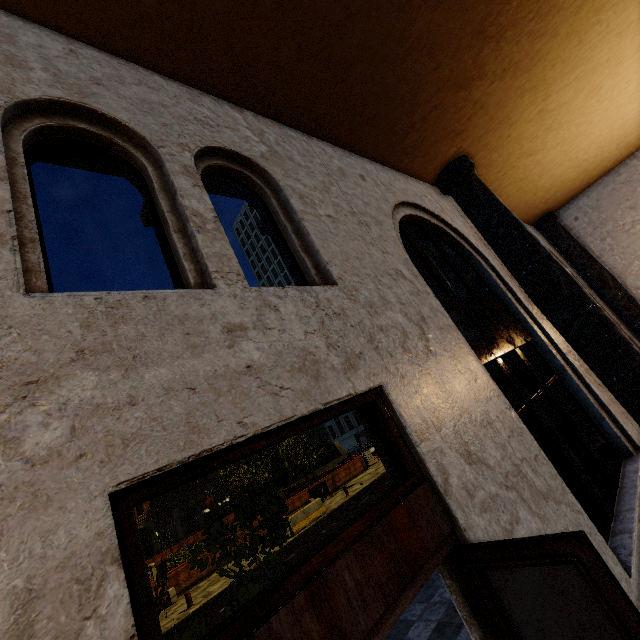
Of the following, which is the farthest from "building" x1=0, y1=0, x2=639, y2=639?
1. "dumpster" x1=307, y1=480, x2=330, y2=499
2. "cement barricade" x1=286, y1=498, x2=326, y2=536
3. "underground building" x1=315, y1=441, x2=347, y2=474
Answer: "underground building" x1=315, y1=441, x2=347, y2=474

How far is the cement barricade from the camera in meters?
16.8

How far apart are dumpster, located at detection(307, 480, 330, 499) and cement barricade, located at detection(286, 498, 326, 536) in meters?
4.4 m

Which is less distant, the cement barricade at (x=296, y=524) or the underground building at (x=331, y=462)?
the cement barricade at (x=296, y=524)

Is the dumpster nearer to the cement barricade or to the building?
the cement barricade

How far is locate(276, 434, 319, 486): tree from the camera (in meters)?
26.36

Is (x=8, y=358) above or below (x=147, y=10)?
below

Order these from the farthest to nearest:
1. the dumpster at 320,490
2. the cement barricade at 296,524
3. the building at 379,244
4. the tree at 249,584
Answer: the dumpster at 320,490, the cement barricade at 296,524, the tree at 249,584, the building at 379,244
